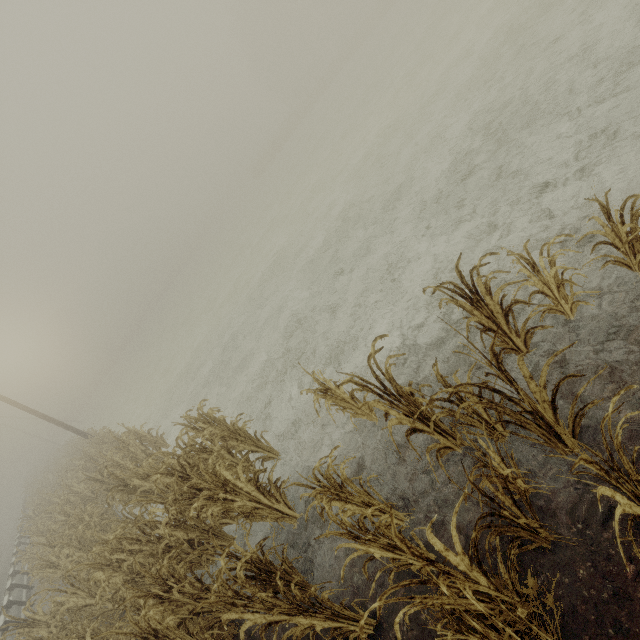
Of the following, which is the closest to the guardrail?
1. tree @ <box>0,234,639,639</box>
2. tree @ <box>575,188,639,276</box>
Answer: tree @ <box>0,234,639,639</box>

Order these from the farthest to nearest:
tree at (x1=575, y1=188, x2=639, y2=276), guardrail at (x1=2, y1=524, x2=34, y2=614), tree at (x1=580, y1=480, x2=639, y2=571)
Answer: guardrail at (x1=2, y1=524, x2=34, y2=614), tree at (x1=575, y1=188, x2=639, y2=276), tree at (x1=580, y1=480, x2=639, y2=571)

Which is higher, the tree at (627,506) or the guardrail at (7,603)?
the guardrail at (7,603)

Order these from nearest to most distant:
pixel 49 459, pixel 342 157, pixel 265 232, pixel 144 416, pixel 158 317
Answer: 1. pixel 342 157
2. pixel 144 416
3. pixel 265 232
4. pixel 49 459
5. pixel 158 317

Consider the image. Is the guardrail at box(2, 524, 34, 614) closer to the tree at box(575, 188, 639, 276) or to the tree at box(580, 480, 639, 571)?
the tree at box(580, 480, 639, 571)

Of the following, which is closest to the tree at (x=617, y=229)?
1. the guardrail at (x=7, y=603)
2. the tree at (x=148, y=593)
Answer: the tree at (x=148, y=593)

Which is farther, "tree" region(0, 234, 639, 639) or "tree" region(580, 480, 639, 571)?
"tree" region(0, 234, 639, 639)
